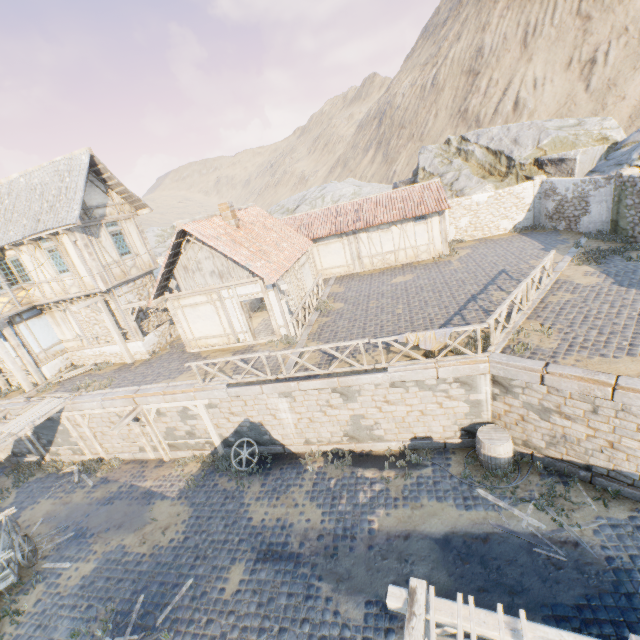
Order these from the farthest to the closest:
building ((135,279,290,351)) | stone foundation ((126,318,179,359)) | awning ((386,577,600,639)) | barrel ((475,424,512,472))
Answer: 1. stone foundation ((126,318,179,359))
2. building ((135,279,290,351))
3. barrel ((475,424,512,472))
4. awning ((386,577,600,639))

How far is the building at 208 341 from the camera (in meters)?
14.20

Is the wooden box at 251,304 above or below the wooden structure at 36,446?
above

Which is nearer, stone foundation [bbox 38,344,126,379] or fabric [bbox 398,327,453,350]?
fabric [bbox 398,327,453,350]

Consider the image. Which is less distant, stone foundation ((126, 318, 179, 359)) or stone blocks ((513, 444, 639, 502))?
stone blocks ((513, 444, 639, 502))

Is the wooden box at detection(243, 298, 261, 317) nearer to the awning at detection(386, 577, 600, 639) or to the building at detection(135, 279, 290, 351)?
the building at detection(135, 279, 290, 351)

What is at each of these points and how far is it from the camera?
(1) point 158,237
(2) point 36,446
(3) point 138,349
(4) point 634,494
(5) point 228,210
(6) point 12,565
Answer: (1) rock, 43.5m
(2) wooden structure, 15.9m
(3) stone foundation, 16.7m
(4) stone blocks, 8.2m
(5) chimney, 14.7m
(6) wagon, 10.2m

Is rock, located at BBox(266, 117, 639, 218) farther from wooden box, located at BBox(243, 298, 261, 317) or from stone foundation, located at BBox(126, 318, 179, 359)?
wooden box, located at BBox(243, 298, 261, 317)
